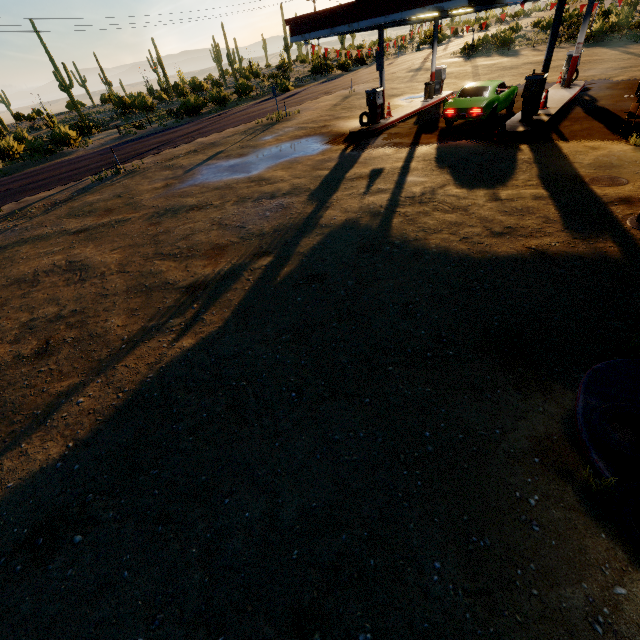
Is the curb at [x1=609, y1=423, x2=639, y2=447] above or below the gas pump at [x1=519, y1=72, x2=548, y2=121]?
below

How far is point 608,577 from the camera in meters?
2.7

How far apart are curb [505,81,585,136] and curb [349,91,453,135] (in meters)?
5.77

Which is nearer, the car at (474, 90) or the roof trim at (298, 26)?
the roof trim at (298, 26)

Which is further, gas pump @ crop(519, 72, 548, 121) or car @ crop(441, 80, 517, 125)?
car @ crop(441, 80, 517, 125)

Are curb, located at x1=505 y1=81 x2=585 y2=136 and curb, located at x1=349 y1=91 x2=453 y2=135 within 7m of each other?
yes

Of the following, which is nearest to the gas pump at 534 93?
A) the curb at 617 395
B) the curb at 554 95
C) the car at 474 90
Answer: the curb at 554 95

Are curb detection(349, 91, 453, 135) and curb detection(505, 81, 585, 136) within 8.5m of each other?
yes
